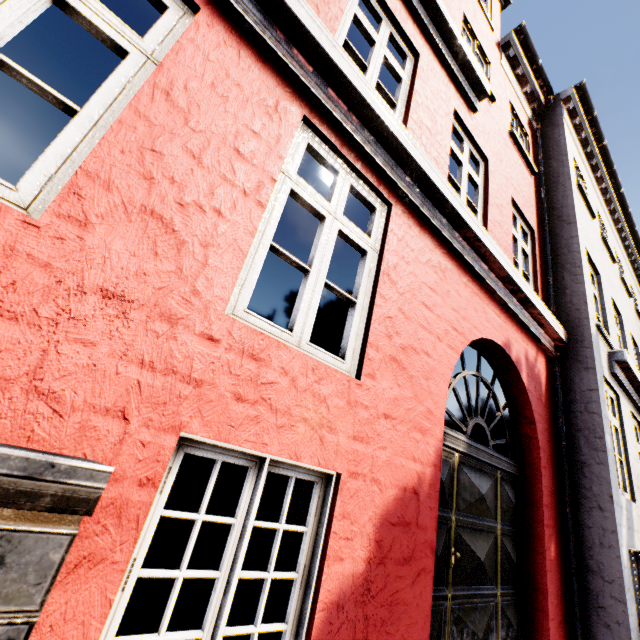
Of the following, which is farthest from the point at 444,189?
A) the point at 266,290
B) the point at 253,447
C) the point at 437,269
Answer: the point at 266,290

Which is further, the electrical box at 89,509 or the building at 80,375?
the building at 80,375

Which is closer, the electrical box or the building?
the electrical box
